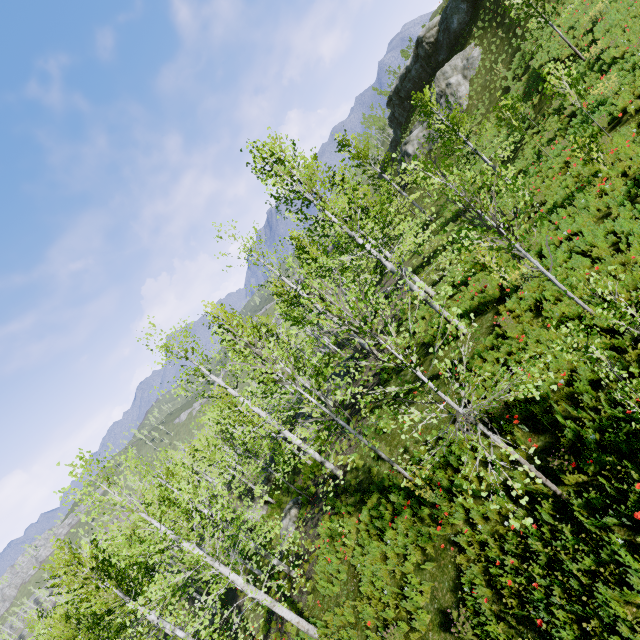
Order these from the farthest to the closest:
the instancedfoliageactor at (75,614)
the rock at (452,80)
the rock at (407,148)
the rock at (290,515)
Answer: the rock at (407,148) → the rock at (452,80) → the rock at (290,515) → the instancedfoliageactor at (75,614)

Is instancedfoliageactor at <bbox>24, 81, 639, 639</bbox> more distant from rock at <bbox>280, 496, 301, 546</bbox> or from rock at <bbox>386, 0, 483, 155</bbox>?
rock at <bbox>386, 0, 483, 155</bbox>

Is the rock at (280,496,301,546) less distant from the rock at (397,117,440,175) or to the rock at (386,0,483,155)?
the rock at (397,117,440,175)

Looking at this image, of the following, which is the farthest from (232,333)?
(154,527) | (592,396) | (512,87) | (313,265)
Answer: (512,87)

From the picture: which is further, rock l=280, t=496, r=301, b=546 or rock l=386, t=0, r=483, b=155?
rock l=386, t=0, r=483, b=155

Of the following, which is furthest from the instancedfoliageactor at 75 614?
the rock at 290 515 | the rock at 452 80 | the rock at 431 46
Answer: the rock at 431 46

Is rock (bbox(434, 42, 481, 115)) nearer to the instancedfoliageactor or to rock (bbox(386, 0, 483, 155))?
rock (bbox(386, 0, 483, 155))

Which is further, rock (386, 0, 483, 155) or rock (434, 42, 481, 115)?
rock (386, 0, 483, 155)
